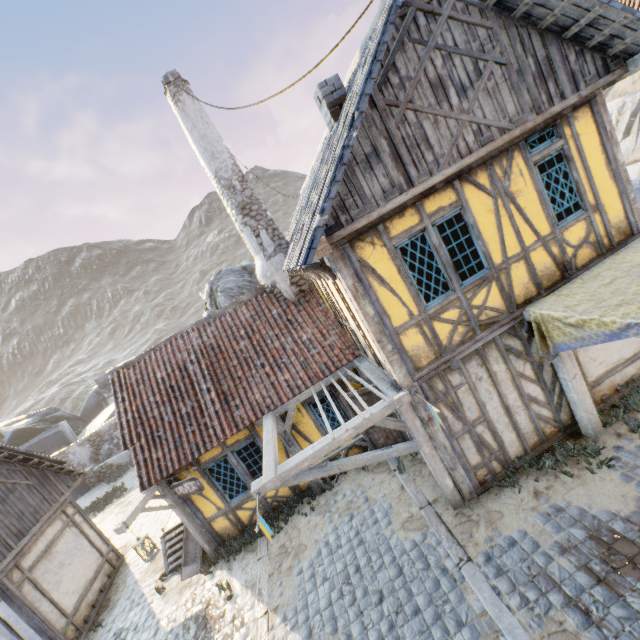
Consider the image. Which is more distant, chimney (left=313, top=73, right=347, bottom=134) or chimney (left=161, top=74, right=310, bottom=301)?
chimney (left=161, top=74, right=310, bottom=301)

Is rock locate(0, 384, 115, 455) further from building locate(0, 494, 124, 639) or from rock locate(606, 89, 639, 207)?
building locate(0, 494, 124, 639)

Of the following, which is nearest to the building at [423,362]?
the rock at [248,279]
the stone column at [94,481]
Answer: the rock at [248,279]

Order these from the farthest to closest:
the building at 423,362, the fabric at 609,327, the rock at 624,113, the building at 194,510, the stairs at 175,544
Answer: the rock at 624,113, the stairs at 175,544, the building at 194,510, the building at 423,362, the fabric at 609,327

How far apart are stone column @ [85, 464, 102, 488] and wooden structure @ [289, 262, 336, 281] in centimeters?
2201cm

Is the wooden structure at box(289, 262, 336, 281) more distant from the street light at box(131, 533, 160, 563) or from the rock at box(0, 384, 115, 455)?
the rock at box(0, 384, 115, 455)

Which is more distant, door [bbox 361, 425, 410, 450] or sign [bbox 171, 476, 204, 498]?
door [bbox 361, 425, 410, 450]

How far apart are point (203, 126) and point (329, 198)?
7.1 meters
